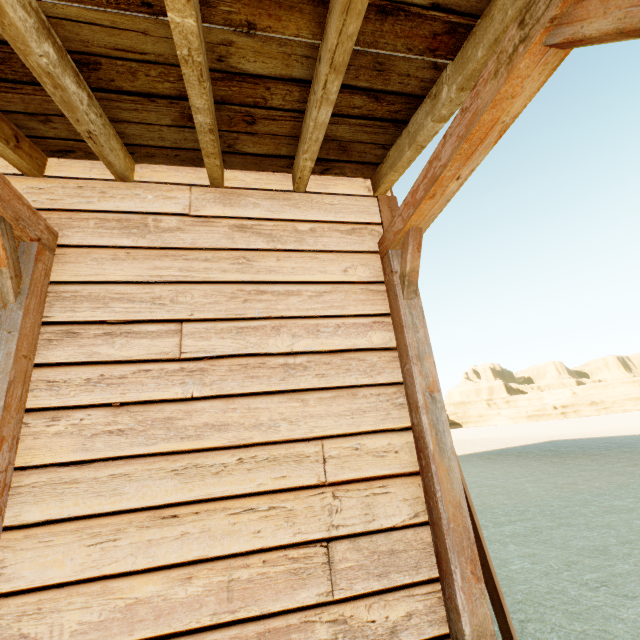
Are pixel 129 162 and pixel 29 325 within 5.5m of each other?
yes
